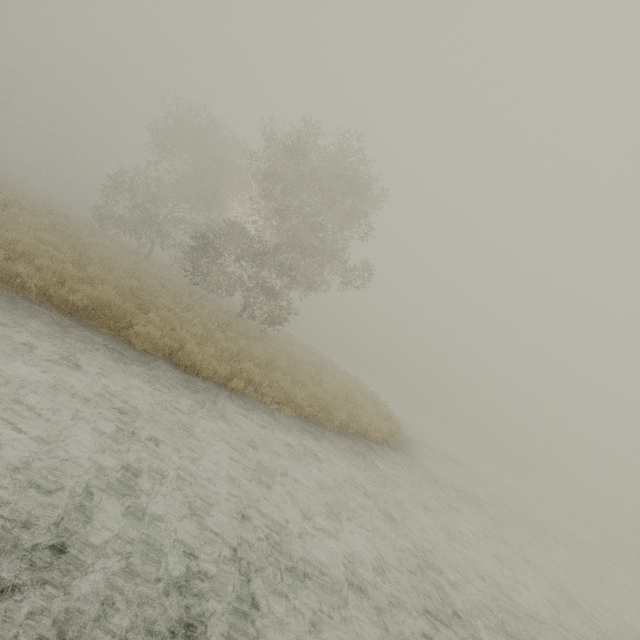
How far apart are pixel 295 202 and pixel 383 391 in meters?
32.0 m
